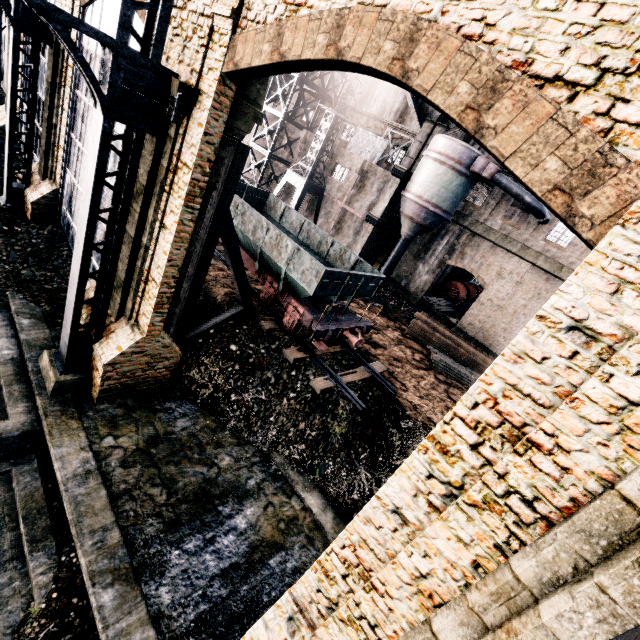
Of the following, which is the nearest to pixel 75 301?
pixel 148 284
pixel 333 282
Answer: pixel 148 284

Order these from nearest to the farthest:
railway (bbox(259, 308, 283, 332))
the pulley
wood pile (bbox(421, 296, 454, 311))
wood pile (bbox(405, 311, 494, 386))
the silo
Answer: railway (bbox(259, 308, 283, 332))
wood pile (bbox(405, 311, 494, 386))
the silo
wood pile (bbox(421, 296, 454, 311))
the pulley

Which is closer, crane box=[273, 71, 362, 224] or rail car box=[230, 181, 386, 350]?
rail car box=[230, 181, 386, 350]

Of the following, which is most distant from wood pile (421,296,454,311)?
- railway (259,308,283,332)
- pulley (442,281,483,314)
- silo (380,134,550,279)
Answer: railway (259,308,283,332)

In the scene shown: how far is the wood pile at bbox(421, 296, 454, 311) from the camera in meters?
34.1 m

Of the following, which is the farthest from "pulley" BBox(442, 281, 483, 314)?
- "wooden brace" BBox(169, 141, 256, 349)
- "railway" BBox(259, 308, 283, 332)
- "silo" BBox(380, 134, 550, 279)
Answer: "wooden brace" BBox(169, 141, 256, 349)

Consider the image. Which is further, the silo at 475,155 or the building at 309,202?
the building at 309,202
